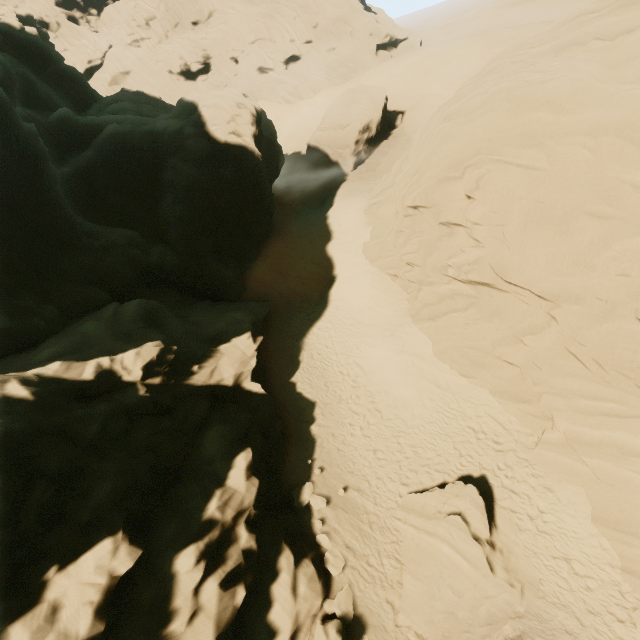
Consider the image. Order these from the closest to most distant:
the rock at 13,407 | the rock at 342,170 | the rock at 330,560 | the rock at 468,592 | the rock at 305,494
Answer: the rock at 13,407 < the rock at 468,592 < the rock at 330,560 < the rock at 305,494 < the rock at 342,170

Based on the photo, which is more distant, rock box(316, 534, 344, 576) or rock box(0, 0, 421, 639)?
rock box(316, 534, 344, 576)

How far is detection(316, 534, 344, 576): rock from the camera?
11.7 meters

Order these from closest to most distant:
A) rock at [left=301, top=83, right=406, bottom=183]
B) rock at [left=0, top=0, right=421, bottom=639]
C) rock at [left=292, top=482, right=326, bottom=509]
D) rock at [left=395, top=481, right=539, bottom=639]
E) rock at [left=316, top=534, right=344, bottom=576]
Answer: rock at [left=0, top=0, right=421, bottom=639] → rock at [left=395, top=481, right=539, bottom=639] → rock at [left=316, top=534, right=344, bottom=576] → rock at [left=292, top=482, right=326, bottom=509] → rock at [left=301, top=83, right=406, bottom=183]

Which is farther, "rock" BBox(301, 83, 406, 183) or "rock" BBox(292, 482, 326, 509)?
"rock" BBox(301, 83, 406, 183)

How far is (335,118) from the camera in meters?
35.8

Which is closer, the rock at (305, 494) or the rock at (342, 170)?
the rock at (305, 494)
